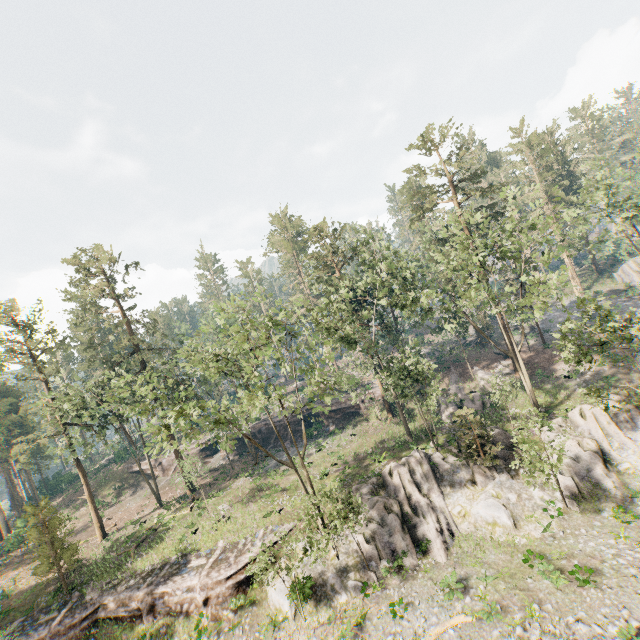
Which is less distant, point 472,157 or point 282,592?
point 282,592

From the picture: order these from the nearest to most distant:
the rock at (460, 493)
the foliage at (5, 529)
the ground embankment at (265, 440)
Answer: the rock at (460, 493), the foliage at (5, 529), the ground embankment at (265, 440)

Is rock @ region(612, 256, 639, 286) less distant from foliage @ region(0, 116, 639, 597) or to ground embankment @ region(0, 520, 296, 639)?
foliage @ region(0, 116, 639, 597)

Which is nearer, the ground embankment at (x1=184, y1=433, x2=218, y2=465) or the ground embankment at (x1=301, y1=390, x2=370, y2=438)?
the ground embankment at (x1=301, y1=390, x2=370, y2=438)

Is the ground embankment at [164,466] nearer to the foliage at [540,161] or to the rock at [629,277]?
the foliage at [540,161]

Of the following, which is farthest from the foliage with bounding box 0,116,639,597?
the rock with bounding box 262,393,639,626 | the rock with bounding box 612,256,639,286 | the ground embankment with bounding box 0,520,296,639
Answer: A: the rock with bounding box 612,256,639,286

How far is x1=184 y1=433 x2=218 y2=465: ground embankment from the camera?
48.7 meters
